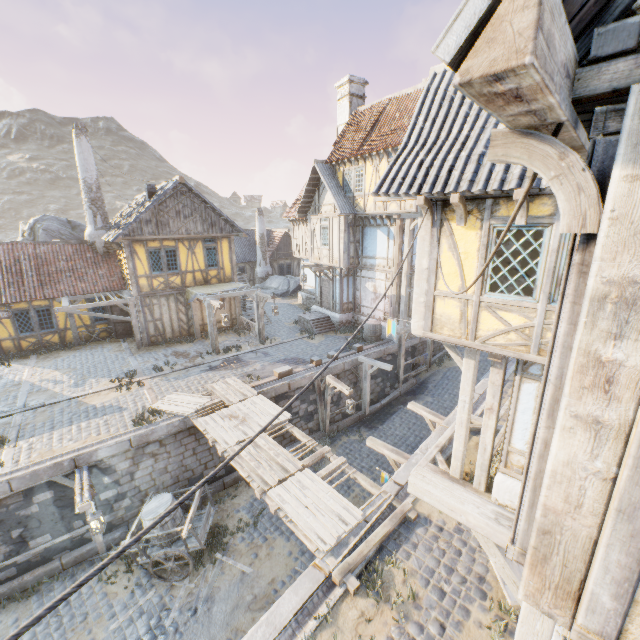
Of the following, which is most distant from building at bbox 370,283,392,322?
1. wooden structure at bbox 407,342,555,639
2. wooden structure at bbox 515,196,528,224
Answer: wooden structure at bbox 515,196,528,224

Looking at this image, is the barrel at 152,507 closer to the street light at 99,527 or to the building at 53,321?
the street light at 99,527

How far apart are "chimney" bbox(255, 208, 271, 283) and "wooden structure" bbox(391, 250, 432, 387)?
17.7 meters

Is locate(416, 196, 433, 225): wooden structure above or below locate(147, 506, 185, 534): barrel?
above

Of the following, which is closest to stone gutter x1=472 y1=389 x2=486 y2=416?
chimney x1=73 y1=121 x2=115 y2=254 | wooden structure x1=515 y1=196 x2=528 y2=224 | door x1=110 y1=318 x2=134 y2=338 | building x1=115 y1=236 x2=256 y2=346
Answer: wooden structure x1=515 y1=196 x2=528 y2=224

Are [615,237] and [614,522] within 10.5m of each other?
yes

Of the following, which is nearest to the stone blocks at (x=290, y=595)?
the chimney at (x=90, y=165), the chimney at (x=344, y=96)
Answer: the chimney at (x=90, y=165)

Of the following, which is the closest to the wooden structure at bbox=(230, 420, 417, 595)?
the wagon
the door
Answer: the wagon
